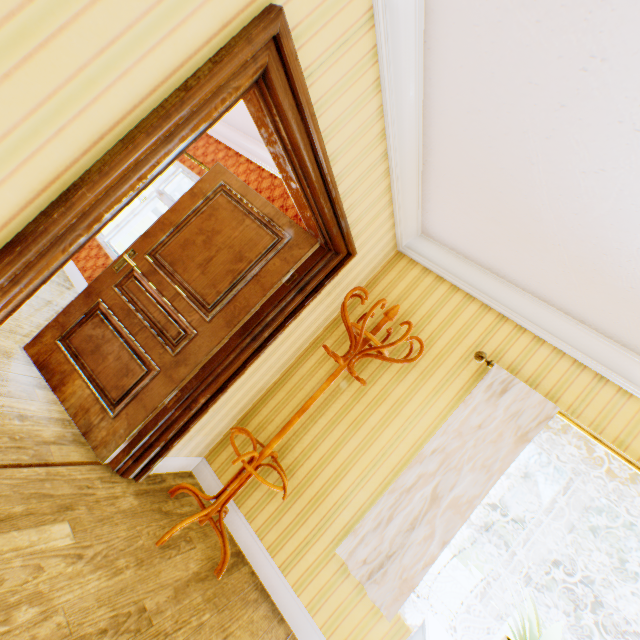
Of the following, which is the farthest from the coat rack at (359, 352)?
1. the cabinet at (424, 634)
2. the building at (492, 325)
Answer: the cabinet at (424, 634)

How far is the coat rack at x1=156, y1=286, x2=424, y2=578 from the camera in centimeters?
225cm

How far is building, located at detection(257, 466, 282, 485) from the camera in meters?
2.8 m

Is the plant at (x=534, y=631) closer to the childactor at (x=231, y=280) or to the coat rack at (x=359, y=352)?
the coat rack at (x=359, y=352)

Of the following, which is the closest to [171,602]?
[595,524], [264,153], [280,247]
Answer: [280,247]

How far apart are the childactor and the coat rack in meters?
0.5

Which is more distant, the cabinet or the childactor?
the childactor

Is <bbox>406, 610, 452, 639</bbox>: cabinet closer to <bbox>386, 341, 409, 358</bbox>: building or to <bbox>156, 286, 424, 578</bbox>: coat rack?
<bbox>386, 341, 409, 358</bbox>: building
